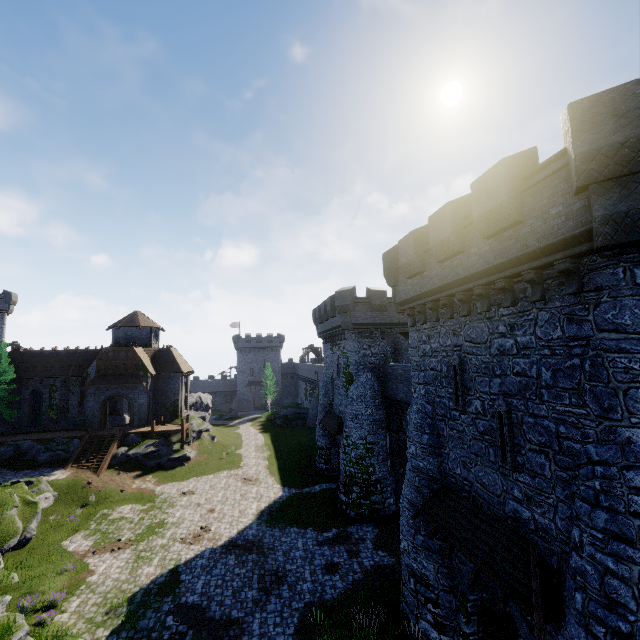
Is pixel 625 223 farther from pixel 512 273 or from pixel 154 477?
pixel 154 477

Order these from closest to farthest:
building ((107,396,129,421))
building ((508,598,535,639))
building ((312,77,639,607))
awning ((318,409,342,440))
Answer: building ((312,77,639,607)), building ((508,598,535,639)), awning ((318,409,342,440)), building ((107,396,129,421))

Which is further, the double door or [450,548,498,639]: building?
the double door

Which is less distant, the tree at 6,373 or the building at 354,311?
the building at 354,311

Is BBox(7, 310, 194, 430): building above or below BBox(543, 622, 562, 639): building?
above

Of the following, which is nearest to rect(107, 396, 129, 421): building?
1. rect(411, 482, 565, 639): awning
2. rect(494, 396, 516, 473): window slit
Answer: rect(411, 482, 565, 639): awning

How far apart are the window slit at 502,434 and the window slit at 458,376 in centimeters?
134cm

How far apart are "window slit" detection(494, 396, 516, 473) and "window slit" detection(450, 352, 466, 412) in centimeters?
134cm
